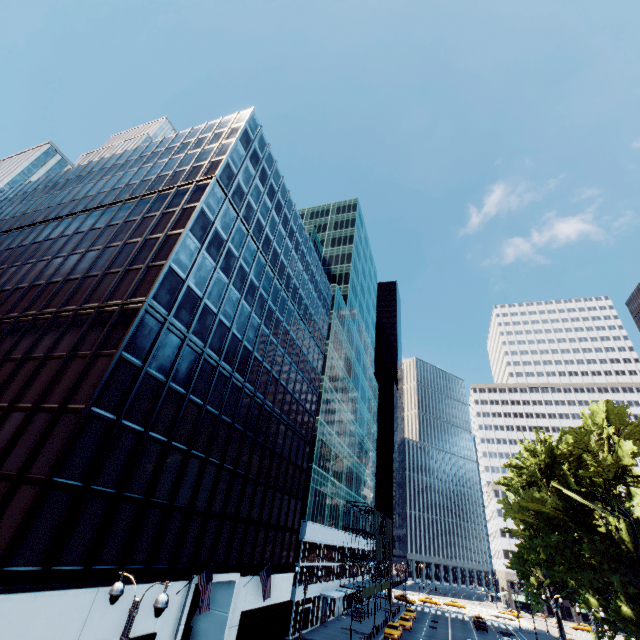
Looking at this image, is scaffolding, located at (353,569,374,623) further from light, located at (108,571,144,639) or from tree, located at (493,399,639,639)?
light, located at (108,571,144,639)

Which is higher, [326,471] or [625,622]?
[326,471]

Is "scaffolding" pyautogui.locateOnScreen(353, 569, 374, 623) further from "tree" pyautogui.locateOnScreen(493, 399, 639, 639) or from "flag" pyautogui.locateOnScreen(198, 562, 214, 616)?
"flag" pyautogui.locateOnScreen(198, 562, 214, 616)

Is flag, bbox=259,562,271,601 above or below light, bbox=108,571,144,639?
below

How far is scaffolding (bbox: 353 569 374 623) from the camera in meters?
48.8

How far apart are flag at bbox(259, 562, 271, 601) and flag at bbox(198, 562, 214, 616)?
8.1m

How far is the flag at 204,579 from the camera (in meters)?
18.47

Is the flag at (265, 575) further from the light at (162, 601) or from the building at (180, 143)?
the light at (162, 601)
